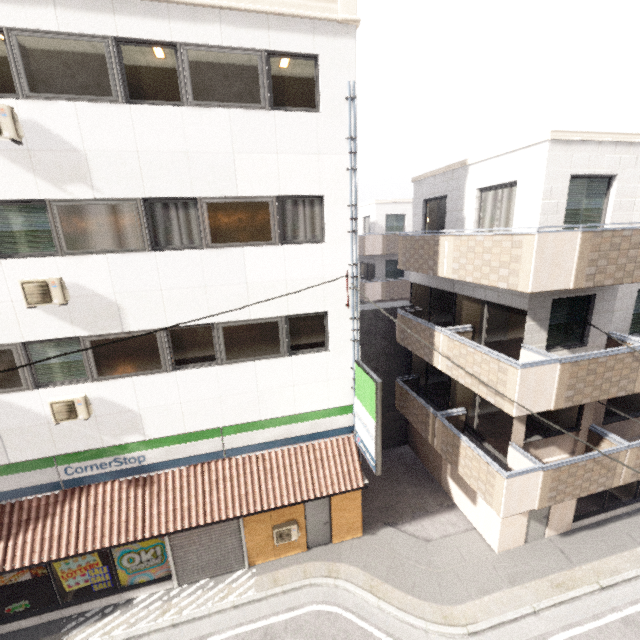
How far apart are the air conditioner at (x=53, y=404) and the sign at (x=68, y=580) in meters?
4.0

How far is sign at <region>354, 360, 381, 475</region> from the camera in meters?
7.9

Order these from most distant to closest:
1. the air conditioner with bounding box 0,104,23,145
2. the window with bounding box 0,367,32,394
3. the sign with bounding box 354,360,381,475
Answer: the sign with bounding box 354,360,381,475 < the window with bounding box 0,367,32,394 < the air conditioner with bounding box 0,104,23,145

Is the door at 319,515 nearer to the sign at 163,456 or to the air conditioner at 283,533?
the air conditioner at 283,533

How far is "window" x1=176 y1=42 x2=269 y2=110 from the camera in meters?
6.7 m

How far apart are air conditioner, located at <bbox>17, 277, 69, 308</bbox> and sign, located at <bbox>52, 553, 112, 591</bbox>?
6.8 meters

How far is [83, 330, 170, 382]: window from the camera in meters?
7.7 m

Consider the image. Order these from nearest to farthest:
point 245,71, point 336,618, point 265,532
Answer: point 245,71
point 336,618
point 265,532
